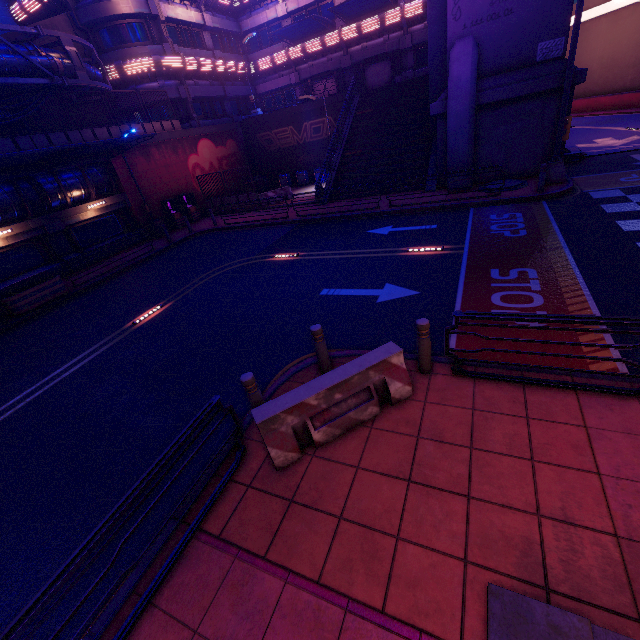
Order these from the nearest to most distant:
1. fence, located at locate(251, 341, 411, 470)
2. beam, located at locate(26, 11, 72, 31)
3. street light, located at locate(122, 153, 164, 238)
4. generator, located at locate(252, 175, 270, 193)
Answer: fence, located at locate(251, 341, 411, 470), beam, located at locate(26, 11, 72, 31), street light, located at locate(122, 153, 164, 238), generator, located at locate(252, 175, 270, 193)

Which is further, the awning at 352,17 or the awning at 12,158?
the awning at 352,17

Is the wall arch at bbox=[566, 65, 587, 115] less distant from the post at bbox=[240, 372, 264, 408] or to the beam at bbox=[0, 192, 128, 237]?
the post at bbox=[240, 372, 264, 408]

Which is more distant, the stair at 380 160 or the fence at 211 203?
the fence at 211 203

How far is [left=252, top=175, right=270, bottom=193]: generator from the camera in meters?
28.8

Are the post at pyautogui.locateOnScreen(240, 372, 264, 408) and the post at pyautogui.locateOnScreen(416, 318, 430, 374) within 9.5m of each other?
yes

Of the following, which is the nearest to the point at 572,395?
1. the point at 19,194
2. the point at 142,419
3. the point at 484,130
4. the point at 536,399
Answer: the point at 536,399

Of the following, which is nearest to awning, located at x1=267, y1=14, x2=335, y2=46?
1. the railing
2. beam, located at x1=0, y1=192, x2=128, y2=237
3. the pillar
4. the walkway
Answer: the walkway
